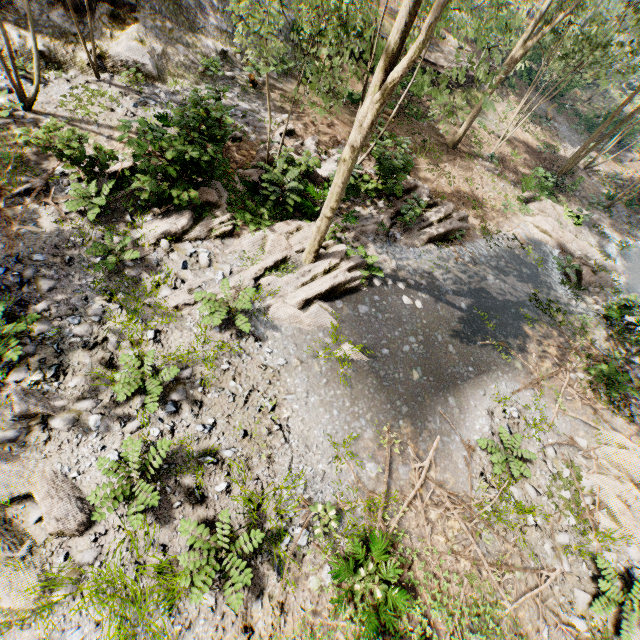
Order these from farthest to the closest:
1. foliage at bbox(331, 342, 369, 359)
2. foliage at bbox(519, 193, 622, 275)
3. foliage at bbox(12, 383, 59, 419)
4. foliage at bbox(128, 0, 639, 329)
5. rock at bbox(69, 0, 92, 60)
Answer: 1. foliage at bbox(519, 193, 622, 275)
2. rock at bbox(69, 0, 92, 60)
3. foliage at bbox(331, 342, 369, 359)
4. foliage at bbox(128, 0, 639, 329)
5. foliage at bbox(12, 383, 59, 419)

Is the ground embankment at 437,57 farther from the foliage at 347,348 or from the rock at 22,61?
the rock at 22,61

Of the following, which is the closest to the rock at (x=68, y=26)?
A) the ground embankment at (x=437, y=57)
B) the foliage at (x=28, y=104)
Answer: the foliage at (x=28, y=104)

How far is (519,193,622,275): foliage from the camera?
17.5 meters

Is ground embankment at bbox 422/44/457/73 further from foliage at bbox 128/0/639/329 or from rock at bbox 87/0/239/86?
rock at bbox 87/0/239/86

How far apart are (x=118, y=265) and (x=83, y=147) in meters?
3.2
